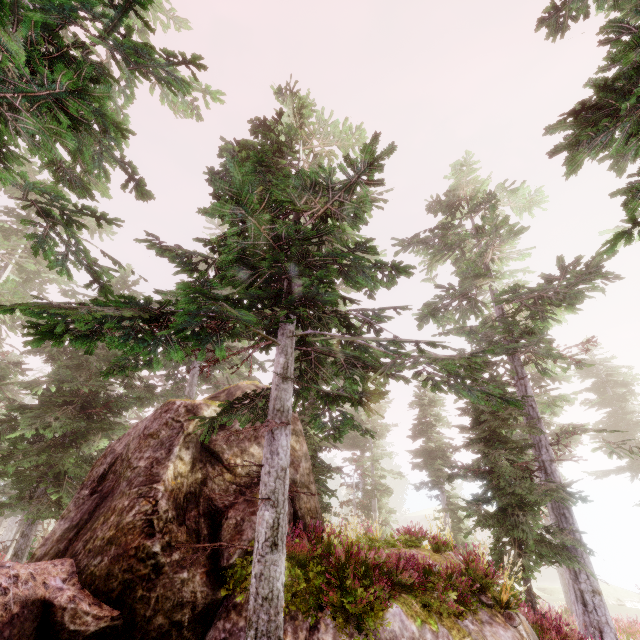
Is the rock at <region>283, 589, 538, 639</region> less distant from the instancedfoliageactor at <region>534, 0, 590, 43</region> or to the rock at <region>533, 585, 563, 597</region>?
the instancedfoliageactor at <region>534, 0, 590, 43</region>

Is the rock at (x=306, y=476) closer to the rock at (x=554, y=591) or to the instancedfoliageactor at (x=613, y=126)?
the instancedfoliageactor at (x=613, y=126)

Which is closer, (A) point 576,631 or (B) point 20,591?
(B) point 20,591

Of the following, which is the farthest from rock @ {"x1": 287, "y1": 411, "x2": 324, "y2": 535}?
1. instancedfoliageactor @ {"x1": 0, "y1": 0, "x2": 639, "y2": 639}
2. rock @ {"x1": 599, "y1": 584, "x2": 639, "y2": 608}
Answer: rock @ {"x1": 599, "y1": 584, "x2": 639, "y2": 608}

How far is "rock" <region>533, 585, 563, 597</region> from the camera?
28.5 meters

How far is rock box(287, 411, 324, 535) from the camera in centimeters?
907cm
